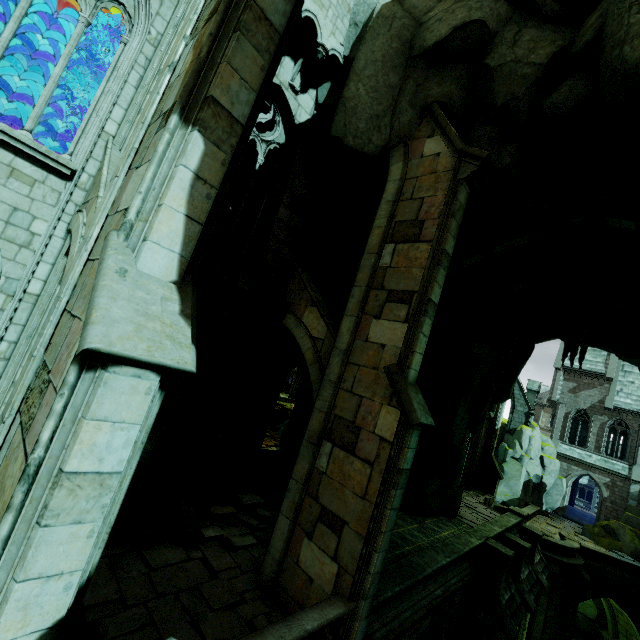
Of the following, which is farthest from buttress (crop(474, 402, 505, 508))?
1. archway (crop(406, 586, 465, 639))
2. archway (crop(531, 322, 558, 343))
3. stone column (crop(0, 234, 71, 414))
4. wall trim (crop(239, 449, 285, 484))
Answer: stone column (crop(0, 234, 71, 414))

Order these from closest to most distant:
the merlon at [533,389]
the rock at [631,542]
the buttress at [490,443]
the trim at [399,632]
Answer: the trim at [399,632] → the buttress at [490,443] → the rock at [631,542] → the merlon at [533,389]

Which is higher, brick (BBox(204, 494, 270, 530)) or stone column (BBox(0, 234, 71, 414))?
stone column (BBox(0, 234, 71, 414))

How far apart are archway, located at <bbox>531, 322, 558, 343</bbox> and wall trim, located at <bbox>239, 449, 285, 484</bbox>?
14.3m

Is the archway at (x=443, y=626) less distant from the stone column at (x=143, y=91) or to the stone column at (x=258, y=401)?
the stone column at (x=258, y=401)

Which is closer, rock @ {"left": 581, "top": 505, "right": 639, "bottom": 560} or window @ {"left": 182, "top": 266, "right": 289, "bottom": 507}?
window @ {"left": 182, "top": 266, "right": 289, "bottom": 507}

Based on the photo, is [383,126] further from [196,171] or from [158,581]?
[158,581]

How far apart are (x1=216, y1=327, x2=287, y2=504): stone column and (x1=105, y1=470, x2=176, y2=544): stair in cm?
144
